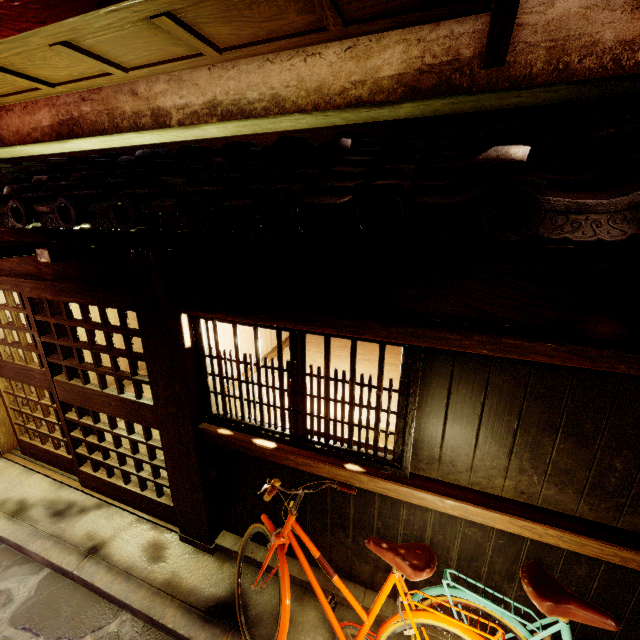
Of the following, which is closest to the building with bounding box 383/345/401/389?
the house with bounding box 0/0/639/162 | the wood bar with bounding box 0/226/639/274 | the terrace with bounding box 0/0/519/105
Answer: the wood bar with bounding box 0/226/639/274

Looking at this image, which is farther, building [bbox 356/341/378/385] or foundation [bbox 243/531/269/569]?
building [bbox 356/341/378/385]

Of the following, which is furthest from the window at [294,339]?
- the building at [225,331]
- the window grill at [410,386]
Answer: the building at [225,331]

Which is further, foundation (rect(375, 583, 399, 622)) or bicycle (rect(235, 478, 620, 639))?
foundation (rect(375, 583, 399, 622))

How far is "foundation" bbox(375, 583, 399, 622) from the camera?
5.2m

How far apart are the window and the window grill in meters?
0.1 m

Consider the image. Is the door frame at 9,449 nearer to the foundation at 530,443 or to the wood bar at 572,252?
the wood bar at 572,252

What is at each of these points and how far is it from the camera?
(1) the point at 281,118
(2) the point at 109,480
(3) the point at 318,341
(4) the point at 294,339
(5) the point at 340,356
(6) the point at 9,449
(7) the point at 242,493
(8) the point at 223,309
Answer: (1) house, 5.5 meters
(2) door, 7.2 meters
(3) building, 9.2 meters
(4) window, 4.6 meters
(5) building, 8.3 meters
(6) door frame, 8.9 meters
(7) foundation, 6.0 meters
(8) wood bar, 4.5 meters
